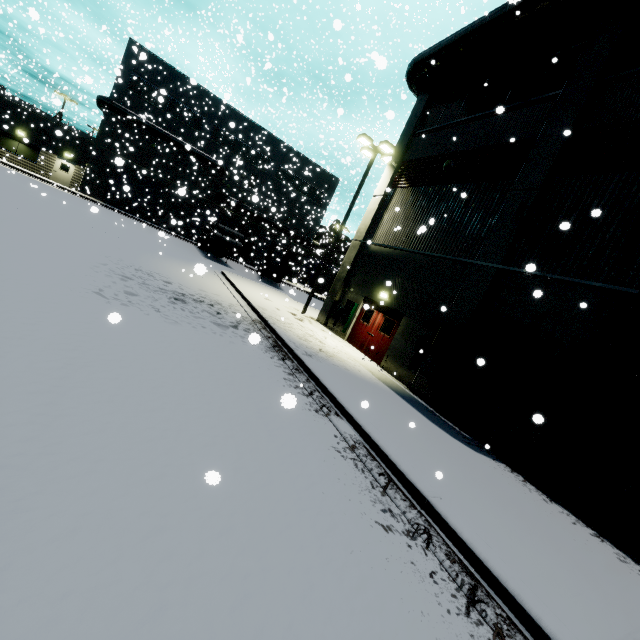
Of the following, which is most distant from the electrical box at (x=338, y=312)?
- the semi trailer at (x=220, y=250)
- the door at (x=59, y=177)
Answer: the door at (x=59, y=177)

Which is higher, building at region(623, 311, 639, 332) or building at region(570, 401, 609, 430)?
building at region(623, 311, 639, 332)

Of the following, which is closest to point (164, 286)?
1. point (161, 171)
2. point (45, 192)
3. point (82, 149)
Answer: point (45, 192)

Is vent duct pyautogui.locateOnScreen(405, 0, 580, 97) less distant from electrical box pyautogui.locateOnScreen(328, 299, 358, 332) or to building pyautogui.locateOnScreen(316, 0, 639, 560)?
building pyautogui.locateOnScreen(316, 0, 639, 560)

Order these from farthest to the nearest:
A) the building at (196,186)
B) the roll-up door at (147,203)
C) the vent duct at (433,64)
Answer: the roll-up door at (147,203), the building at (196,186), the vent duct at (433,64)

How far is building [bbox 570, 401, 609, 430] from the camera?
7.0m

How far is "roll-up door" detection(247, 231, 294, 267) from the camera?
40.3 meters

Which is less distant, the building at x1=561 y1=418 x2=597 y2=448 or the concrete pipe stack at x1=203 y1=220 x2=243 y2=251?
the building at x1=561 y1=418 x2=597 y2=448
